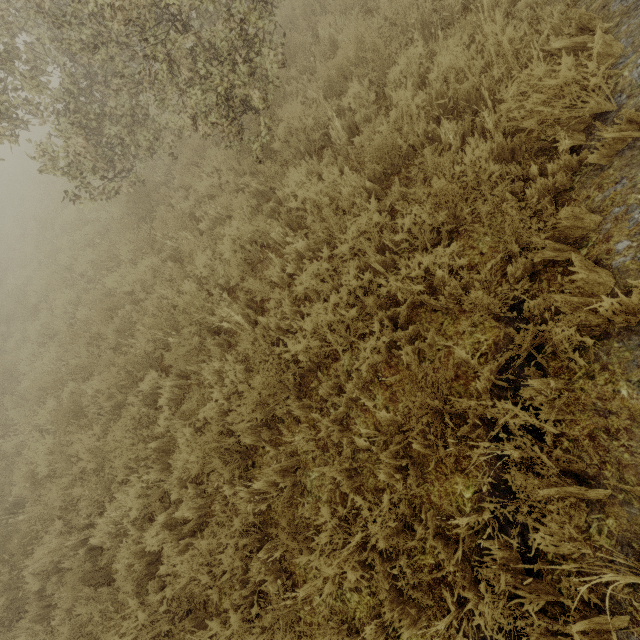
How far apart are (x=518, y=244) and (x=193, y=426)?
4.33m
